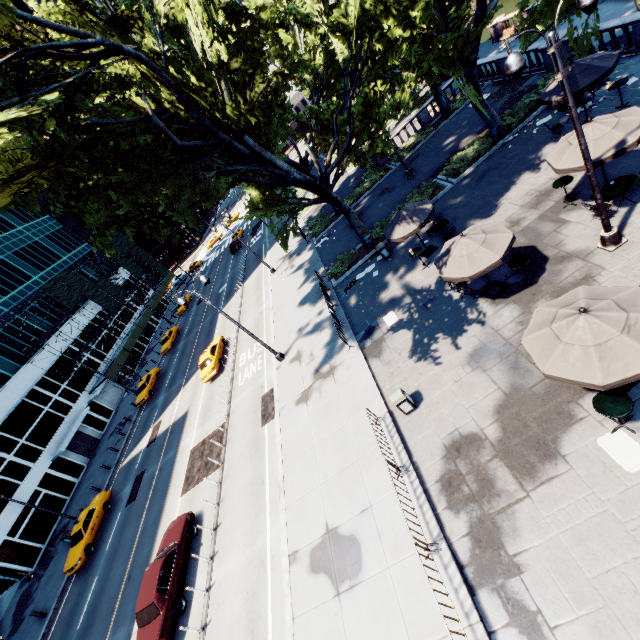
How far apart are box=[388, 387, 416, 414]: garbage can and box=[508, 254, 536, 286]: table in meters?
6.0 m

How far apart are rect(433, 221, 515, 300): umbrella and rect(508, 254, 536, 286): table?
0.99m

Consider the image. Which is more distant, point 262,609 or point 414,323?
point 414,323

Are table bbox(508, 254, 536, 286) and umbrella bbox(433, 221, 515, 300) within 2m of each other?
yes

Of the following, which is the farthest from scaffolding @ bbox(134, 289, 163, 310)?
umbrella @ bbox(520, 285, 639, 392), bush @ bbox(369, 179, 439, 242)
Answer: umbrella @ bbox(520, 285, 639, 392)

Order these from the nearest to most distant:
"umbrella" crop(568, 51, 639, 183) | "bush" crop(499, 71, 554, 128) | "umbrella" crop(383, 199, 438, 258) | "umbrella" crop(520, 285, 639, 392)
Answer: "umbrella" crop(520, 285, 639, 392) → "umbrella" crop(568, 51, 639, 183) → "umbrella" crop(383, 199, 438, 258) → "bush" crop(499, 71, 554, 128)

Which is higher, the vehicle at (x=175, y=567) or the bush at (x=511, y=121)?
the vehicle at (x=175, y=567)

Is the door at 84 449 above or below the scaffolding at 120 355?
below
